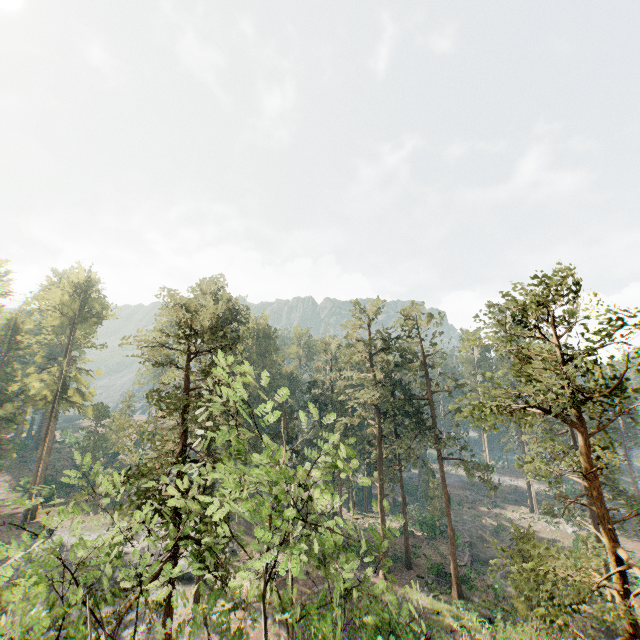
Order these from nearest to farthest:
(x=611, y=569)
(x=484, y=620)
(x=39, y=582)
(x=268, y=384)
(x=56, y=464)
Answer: (x=39, y=582) < (x=611, y=569) < (x=484, y=620) < (x=268, y=384) < (x=56, y=464)

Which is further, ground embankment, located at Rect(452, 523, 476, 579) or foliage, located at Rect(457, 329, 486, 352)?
ground embankment, located at Rect(452, 523, 476, 579)

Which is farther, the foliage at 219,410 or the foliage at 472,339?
the foliage at 472,339

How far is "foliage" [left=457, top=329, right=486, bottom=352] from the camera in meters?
14.1

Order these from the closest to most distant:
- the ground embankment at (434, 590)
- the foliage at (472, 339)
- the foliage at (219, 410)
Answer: the foliage at (219, 410), the foliage at (472, 339), the ground embankment at (434, 590)

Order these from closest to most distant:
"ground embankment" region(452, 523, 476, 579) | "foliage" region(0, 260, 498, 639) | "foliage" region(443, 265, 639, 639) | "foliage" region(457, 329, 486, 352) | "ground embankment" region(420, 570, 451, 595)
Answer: "foliage" region(0, 260, 498, 639) → "foliage" region(443, 265, 639, 639) → "foliage" region(457, 329, 486, 352) → "ground embankment" region(420, 570, 451, 595) → "ground embankment" region(452, 523, 476, 579)

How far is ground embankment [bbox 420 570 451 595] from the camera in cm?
3186
